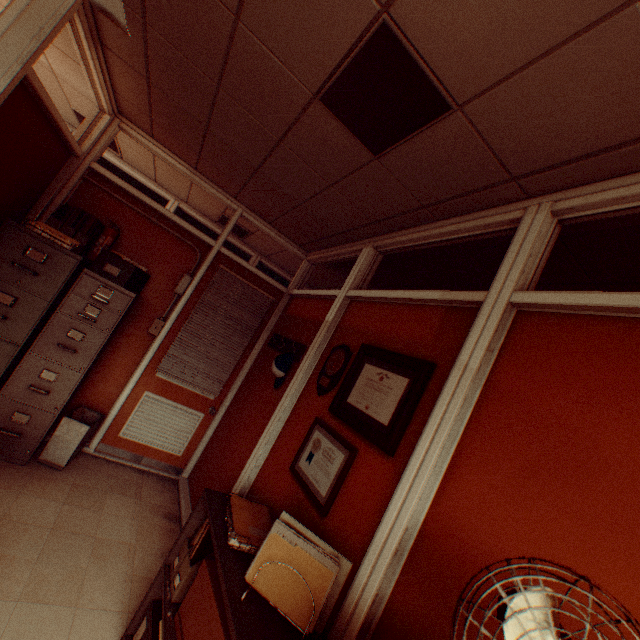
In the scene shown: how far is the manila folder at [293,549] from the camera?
1.44m

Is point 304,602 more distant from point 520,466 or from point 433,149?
point 433,149

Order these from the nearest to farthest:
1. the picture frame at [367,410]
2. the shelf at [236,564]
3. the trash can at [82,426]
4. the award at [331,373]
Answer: the shelf at [236,564], the picture frame at [367,410], the award at [331,373], the trash can at [82,426]

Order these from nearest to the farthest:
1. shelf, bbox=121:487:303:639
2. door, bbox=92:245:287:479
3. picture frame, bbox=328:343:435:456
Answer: shelf, bbox=121:487:303:639 → picture frame, bbox=328:343:435:456 → door, bbox=92:245:287:479

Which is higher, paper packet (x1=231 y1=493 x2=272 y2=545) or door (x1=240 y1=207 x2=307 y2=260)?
door (x1=240 y1=207 x2=307 y2=260)

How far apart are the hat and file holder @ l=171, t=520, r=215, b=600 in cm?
137

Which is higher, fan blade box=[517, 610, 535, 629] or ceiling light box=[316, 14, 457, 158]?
ceiling light box=[316, 14, 457, 158]

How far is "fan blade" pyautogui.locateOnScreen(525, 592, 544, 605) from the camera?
0.7m
